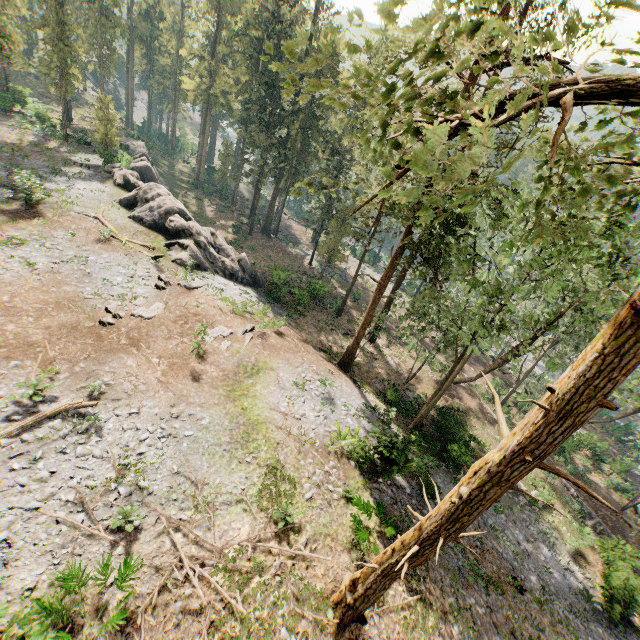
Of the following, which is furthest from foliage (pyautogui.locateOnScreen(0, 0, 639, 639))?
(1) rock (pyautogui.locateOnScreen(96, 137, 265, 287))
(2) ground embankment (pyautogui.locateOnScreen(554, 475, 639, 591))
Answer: (2) ground embankment (pyautogui.locateOnScreen(554, 475, 639, 591))

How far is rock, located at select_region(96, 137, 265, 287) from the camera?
26.8m

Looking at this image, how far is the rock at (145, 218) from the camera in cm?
2678

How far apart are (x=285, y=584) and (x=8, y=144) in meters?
45.2

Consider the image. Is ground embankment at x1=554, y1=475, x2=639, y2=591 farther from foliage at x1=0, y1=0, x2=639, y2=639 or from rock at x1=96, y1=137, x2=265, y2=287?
rock at x1=96, y1=137, x2=265, y2=287

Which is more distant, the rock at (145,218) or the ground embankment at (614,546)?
the rock at (145,218)
